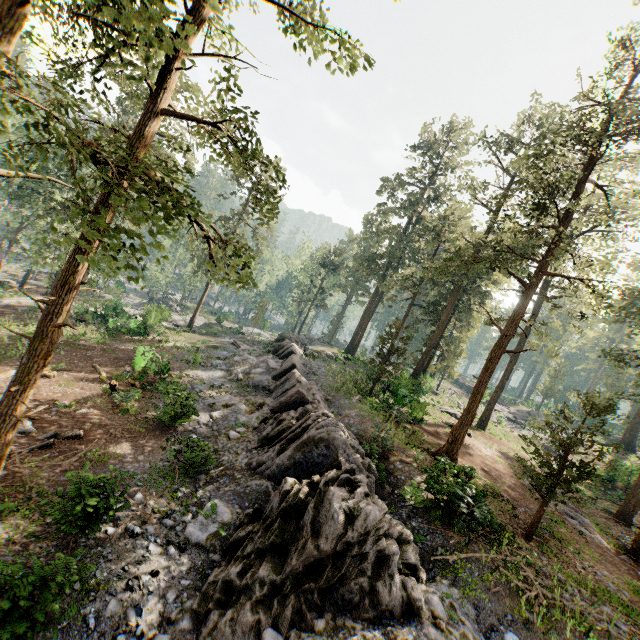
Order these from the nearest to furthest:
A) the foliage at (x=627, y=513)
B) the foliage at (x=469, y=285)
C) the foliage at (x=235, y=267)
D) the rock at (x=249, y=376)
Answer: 1. the foliage at (x=235, y=267)
2. the rock at (x=249, y=376)
3. the foliage at (x=469, y=285)
4. the foliage at (x=627, y=513)

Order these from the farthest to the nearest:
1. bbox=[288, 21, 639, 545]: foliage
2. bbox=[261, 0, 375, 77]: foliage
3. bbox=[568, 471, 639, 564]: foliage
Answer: bbox=[568, 471, 639, 564]: foliage
bbox=[288, 21, 639, 545]: foliage
bbox=[261, 0, 375, 77]: foliage

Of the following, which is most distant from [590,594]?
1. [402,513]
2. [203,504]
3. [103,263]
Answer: [103,263]

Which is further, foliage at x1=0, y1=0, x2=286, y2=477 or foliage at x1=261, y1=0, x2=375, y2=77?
foliage at x1=261, y1=0, x2=375, y2=77

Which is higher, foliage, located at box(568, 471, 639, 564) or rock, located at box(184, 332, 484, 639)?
foliage, located at box(568, 471, 639, 564)

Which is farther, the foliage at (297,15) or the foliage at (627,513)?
the foliage at (627,513)

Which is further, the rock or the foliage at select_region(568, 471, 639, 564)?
the foliage at select_region(568, 471, 639, 564)
